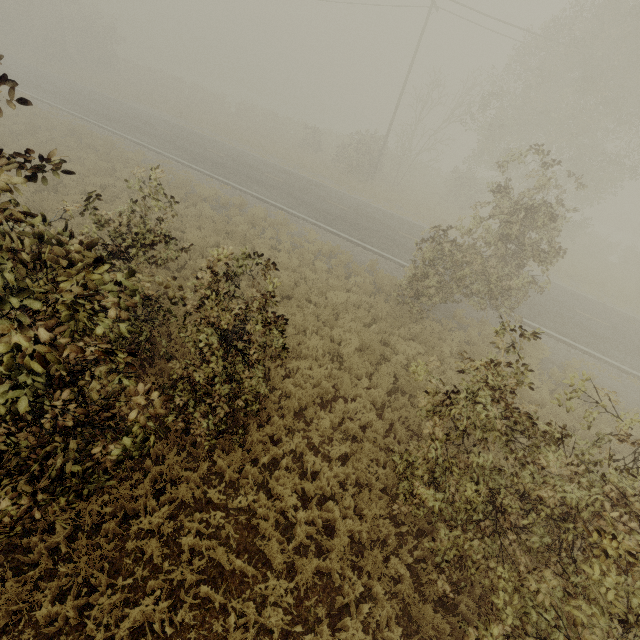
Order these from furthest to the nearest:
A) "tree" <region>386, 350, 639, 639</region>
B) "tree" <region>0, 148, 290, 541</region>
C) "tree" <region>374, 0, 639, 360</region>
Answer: "tree" <region>374, 0, 639, 360</region> → "tree" <region>386, 350, 639, 639</region> → "tree" <region>0, 148, 290, 541</region>

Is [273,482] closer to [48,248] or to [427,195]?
[48,248]

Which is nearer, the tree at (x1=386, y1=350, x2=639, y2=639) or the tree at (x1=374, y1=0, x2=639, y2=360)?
the tree at (x1=386, y1=350, x2=639, y2=639)

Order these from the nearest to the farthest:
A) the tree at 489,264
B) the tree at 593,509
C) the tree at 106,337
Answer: the tree at 106,337
the tree at 593,509
the tree at 489,264

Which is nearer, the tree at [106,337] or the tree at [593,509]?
the tree at [106,337]

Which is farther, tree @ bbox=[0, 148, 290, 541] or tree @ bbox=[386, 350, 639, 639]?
tree @ bbox=[386, 350, 639, 639]
